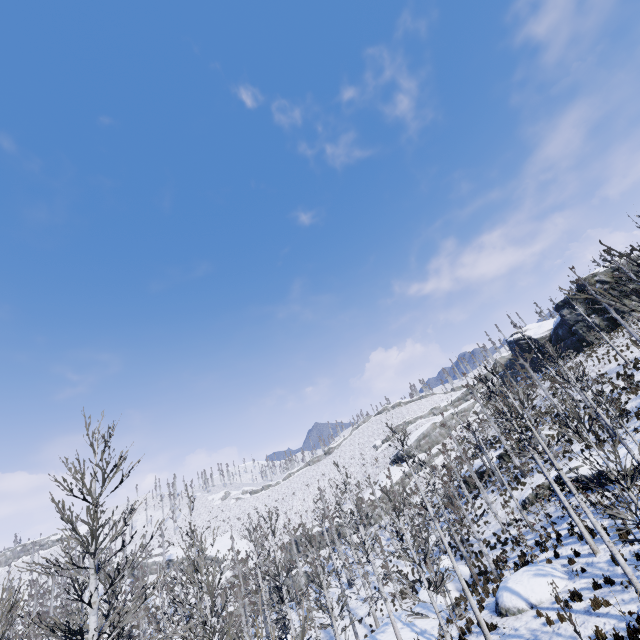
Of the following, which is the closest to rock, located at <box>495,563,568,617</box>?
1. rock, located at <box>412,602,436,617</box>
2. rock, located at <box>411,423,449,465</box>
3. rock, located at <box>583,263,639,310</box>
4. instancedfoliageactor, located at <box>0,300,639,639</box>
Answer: instancedfoliageactor, located at <box>0,300,639,639</box>

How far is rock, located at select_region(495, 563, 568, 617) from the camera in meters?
14.4

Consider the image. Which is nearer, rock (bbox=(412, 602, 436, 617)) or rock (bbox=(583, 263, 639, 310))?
rock (bbox=(412, 602, 436, 617))

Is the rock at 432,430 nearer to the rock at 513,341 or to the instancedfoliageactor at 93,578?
the rock at 513,341

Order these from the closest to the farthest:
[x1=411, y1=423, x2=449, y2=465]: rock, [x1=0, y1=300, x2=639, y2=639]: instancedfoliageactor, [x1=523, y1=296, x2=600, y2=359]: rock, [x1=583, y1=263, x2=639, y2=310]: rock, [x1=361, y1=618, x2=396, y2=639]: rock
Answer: [x1=0, y1=300, x2=639, y2=639]: instancedfoliageactor, [x1=361, y1=618, x2=396, y2=639]: rock, [x1=583, y1=263, x2=639, y2=310]: rock, [x1=523, y1=296, x2=600, y2=359]: rock, [x1=411, y1=423, x2=449, y2=465]: rock

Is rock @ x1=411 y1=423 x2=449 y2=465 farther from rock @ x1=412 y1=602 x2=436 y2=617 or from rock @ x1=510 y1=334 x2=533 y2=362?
rock @ x1=412 y1=602 x2=436 y2=617

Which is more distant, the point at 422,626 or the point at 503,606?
the point at 422,626

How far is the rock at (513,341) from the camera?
53.9m
